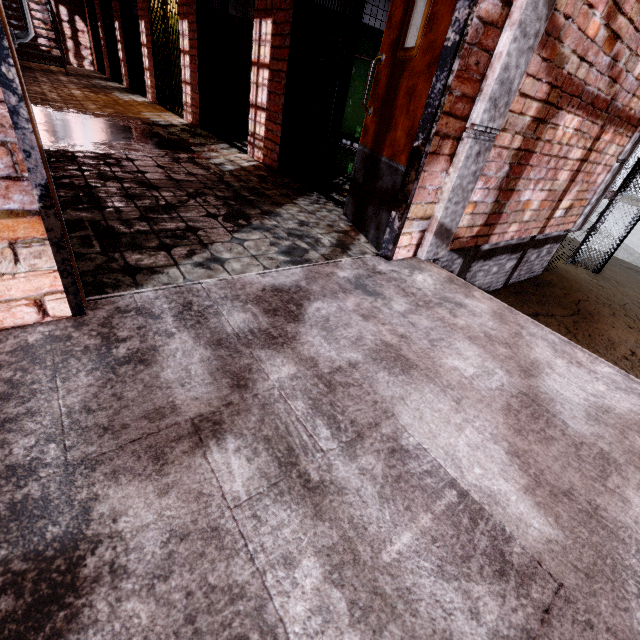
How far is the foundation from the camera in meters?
3.5

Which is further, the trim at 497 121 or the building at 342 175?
the building at 342 175

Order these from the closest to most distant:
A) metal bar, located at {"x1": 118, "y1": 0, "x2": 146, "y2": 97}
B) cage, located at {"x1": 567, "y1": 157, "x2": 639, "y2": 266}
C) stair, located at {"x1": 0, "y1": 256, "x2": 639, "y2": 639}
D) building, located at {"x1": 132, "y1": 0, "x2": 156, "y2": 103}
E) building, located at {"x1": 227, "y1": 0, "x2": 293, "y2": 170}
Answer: stair, located at {"x1": 0, "y1": 256, "x2": 639, "y2": 639}, building, located at {"x1": 227, "y1": 0, "x2": 293, "y2": 170}, cage, located at {"x1": 567, "y1": 157, "x2": 639, "y2": 266}, building, located at {"x1": 132, "y1": 0, "x2": 156, "y2": 103}, metal bar, located at {"x1": 118, "y1": 0, "x2": 146, "y2": 97}

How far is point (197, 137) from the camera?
5.35m

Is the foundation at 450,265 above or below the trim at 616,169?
below

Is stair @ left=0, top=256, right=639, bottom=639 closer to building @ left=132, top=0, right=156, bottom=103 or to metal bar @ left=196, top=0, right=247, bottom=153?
building @ left=132, top=0, right=156, bottom=103

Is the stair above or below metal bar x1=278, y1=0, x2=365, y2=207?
below

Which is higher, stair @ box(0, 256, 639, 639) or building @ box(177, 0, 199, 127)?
building @ box(177, 0, 199, 127)
